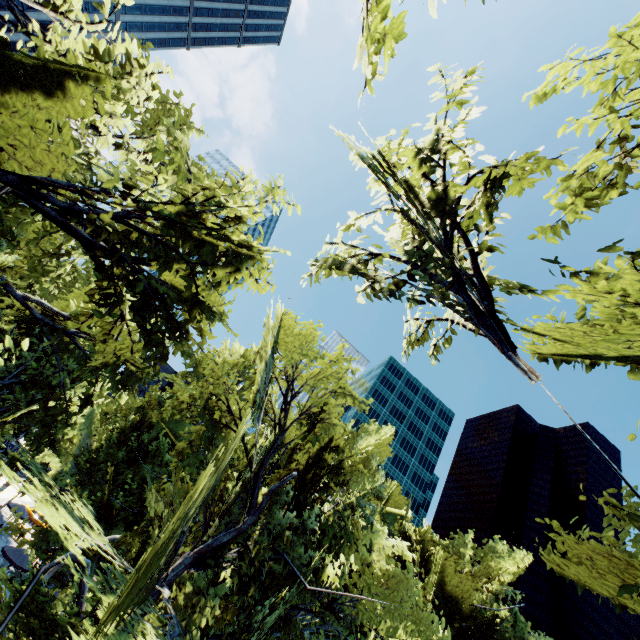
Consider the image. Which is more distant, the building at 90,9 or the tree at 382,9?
the building at 90,9

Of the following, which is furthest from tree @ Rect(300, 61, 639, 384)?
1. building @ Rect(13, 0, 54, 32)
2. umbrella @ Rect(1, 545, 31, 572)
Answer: building @ Rect(13, 0, 54, 32)

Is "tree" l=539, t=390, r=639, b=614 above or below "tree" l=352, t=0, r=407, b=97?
below

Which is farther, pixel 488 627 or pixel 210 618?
pixel 488 627

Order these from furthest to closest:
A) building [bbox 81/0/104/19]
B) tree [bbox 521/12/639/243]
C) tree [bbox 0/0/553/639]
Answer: building [bbox 81/0/104/19], tree [bbox 521/12/639/243], tree [bbox 0/0/553/639]

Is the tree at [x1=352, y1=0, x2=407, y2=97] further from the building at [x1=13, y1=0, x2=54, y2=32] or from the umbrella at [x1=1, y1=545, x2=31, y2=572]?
the building at [x1=13, y1=0, x2=54, y2=32]

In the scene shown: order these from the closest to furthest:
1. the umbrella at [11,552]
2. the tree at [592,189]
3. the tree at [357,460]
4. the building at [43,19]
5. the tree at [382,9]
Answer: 1. the tree at [382,9]
2. the tree at [357,460]
3. the tree at [592,189]
4. the umbrella at [11,552]
5. the building at [43,19]
